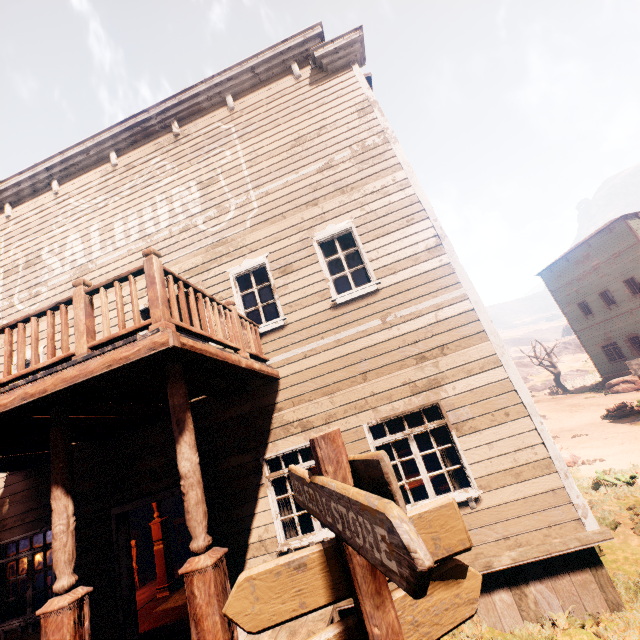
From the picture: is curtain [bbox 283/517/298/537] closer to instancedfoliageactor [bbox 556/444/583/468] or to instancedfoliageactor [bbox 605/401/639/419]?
instancedfoliageactor [bbox 556/444/583/468]

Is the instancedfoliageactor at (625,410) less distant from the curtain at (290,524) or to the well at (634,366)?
the well at (634,366)

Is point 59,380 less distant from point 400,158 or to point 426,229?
point 426,229

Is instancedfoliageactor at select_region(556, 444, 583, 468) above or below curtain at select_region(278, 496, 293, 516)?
below

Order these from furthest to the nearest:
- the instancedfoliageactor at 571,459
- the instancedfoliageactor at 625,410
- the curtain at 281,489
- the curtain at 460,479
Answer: the instancedfoliageactor at 625,410
the instancedfoliageactor at 571,459
the curtain at 281,489
the curtain at 460,479

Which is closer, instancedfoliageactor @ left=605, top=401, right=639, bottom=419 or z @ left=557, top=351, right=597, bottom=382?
instancedfoliageactor @ left=605, top=401, right=639, bottom=419

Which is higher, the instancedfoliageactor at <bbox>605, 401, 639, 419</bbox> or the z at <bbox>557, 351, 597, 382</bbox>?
the z at <bbox>557, 351, 597, 382</bbox>

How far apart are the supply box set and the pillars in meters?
4.1 m
